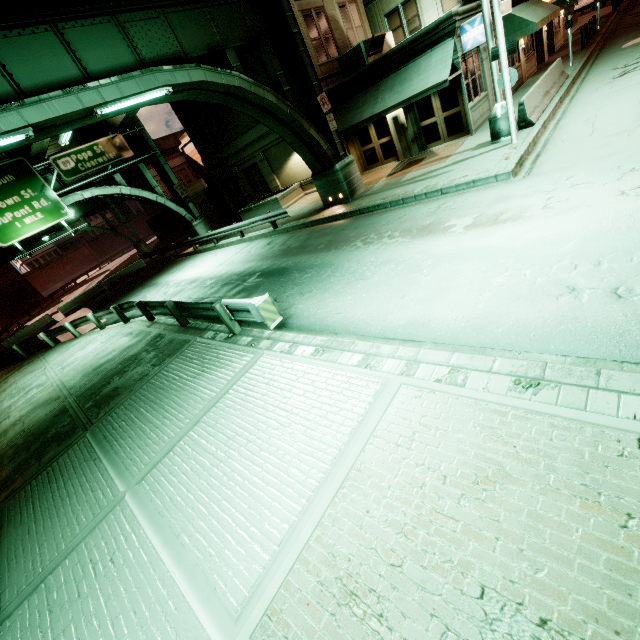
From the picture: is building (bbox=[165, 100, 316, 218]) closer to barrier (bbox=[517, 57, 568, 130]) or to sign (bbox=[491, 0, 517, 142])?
barrier (bbox=[517, 57, 568, 130])

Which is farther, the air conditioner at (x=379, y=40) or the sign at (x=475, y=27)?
the air conditioner at (x=379, y=40)

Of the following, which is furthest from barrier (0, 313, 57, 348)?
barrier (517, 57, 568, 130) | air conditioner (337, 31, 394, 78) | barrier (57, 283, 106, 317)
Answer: barrier (517, 57, 568, 130)

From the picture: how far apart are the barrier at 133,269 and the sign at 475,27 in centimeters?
2924cm

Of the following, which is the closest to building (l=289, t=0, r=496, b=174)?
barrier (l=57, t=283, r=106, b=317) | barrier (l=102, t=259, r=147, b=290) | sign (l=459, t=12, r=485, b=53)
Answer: sign (l=459, t=12, r=485, b=53)

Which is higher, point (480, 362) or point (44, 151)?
point (44, 151)

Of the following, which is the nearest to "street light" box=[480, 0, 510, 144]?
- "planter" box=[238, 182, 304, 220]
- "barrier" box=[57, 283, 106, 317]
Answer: "planter" box=[238, 182, 304, 220]

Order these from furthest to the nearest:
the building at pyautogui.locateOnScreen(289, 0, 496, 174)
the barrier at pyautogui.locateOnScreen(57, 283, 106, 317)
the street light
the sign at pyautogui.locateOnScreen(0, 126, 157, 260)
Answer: the barrier at pyautogui.locateOnScreen(57, 283, 106, 317), the sign at pyautogui.locateOnScreen(0, 126, 157, 260), the building at pyautogui.locateOnScreen(289, 0, 496, 174), the street light
